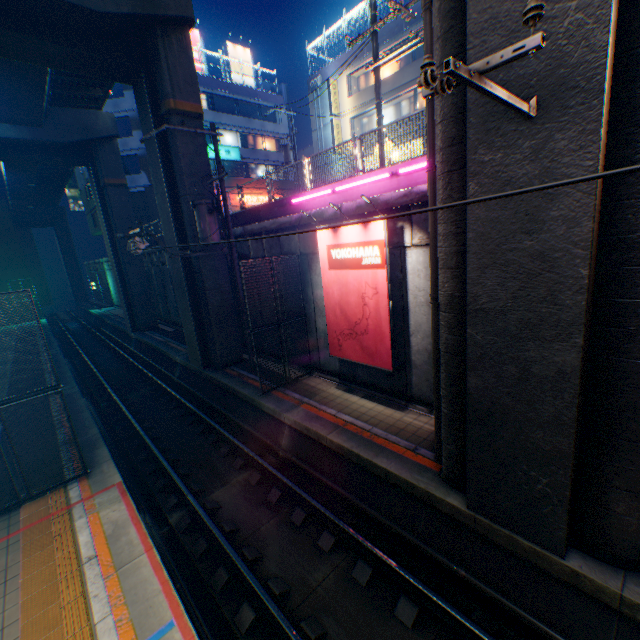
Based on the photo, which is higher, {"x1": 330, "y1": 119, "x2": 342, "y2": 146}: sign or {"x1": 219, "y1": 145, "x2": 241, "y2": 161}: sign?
{"x1": 219, "y1": 145, "x2": 241, "y2": 161}: sign

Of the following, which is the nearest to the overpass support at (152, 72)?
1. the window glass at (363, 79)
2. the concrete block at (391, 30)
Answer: the concrete block at (391, 30)

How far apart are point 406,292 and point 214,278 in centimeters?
892cm

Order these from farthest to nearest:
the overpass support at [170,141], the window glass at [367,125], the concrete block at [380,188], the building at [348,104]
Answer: the window glass at [367,125]
the building at [348,104]
the overpass support at [170,141]
the concrete block at [380,188]

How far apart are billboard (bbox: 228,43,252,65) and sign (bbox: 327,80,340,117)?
15.1 meters

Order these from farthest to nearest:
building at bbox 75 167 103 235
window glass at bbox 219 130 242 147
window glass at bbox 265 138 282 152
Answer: window glass at bbox 265 138 282 152 → building at bbox 75 167 103 235 → window glass at bbox 219 130 242 147

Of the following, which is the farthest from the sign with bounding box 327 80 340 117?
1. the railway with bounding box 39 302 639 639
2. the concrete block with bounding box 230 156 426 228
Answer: the railway with bounding box 39 302 639 639

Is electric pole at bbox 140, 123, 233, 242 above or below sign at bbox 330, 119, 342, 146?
below
